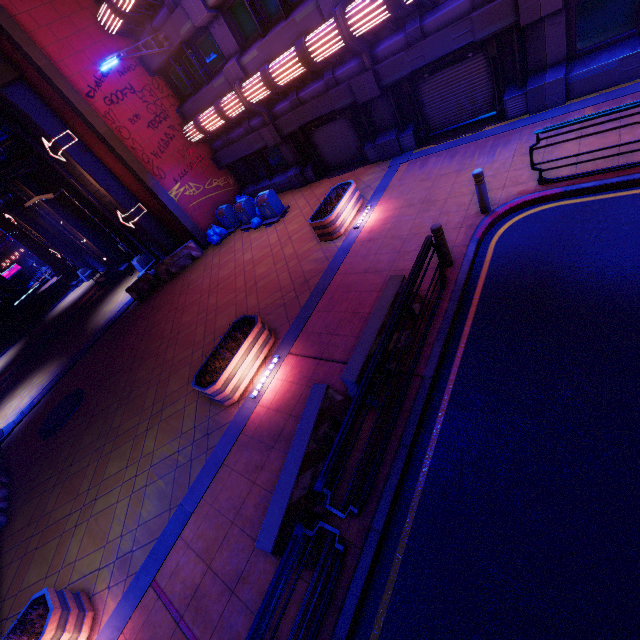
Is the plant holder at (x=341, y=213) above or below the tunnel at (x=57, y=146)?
below

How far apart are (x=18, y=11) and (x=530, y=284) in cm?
1875

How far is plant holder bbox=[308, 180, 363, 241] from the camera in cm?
1016

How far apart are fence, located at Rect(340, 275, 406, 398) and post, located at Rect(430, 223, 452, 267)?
1.1 meters

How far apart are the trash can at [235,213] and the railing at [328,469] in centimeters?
1089cm

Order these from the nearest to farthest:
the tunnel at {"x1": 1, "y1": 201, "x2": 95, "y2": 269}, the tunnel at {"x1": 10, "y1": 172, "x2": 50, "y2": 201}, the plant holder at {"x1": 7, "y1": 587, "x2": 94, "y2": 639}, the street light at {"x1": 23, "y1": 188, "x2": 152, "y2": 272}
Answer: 1. the plant holder at {"x1": 7, "y1": 587, "x2": 94, "y2": 639}
2. the street light at {"x1": 23, "y1": 188, "x2": 152, "y2": 272}
3. the tunnel at {"x1": 10, "y1": 172, "x2": 50, "y2": 201}
4. the tunnel at {"x1": 1, "y1": 201, "x2": 95, "y2": 269}

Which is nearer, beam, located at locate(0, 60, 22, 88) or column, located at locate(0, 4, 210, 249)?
column, located at locate(0, 4, 210, 249)

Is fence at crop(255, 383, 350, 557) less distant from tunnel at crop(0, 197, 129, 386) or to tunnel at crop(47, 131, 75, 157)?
tunnel at crop(47, 131, 75, 157)
